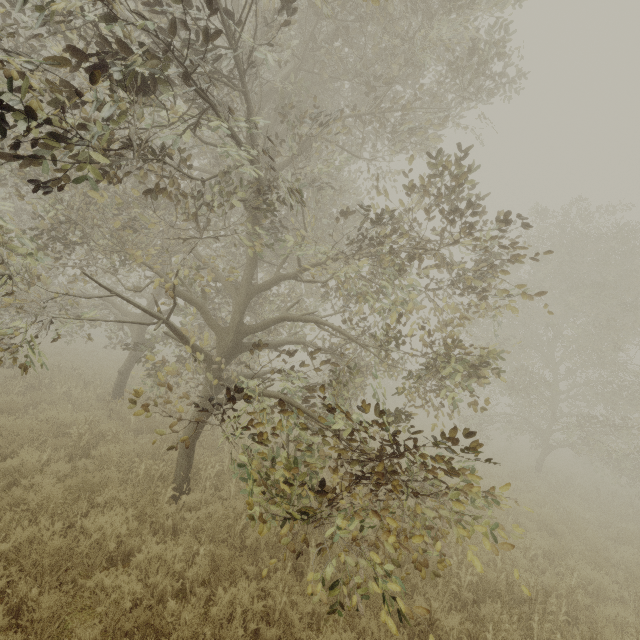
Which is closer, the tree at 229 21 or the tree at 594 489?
the tree at 229 21

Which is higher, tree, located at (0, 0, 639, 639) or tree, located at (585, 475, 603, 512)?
tree, located at (0, 0, 639, 639)

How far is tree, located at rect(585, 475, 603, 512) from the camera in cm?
1233

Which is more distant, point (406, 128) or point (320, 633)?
point (406, 128)

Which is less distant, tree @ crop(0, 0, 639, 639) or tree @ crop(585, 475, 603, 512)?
tree @ crop(0, 0, 639, 639)

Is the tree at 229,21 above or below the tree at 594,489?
above
